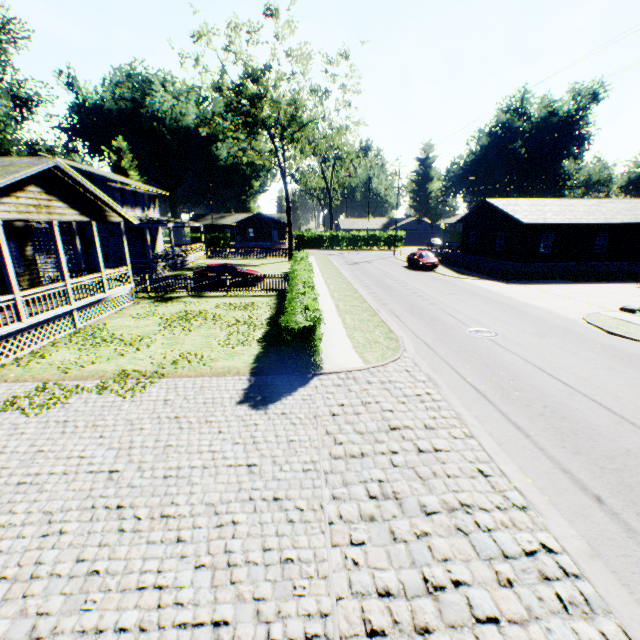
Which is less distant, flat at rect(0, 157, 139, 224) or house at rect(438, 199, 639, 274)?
flat at rect(0, 157, 139, 224)

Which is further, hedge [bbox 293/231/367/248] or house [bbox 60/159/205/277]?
hedge [bbox 293/231/367/248]

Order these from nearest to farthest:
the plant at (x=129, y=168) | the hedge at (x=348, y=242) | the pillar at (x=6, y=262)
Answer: the pillar at (x=6, y=262)
the plant at (x=129, y=168)
the hedge at (x=348, y=242)

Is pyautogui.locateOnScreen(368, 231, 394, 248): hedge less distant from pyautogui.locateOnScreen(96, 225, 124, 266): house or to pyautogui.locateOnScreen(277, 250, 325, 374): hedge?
pyautogui.locateOnScreen(96, 225, 124, 266): house

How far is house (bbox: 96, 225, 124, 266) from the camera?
27.55m

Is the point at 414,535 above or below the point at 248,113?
below

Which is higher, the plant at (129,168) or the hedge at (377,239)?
the plant at (129,168)

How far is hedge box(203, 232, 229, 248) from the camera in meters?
57.0
